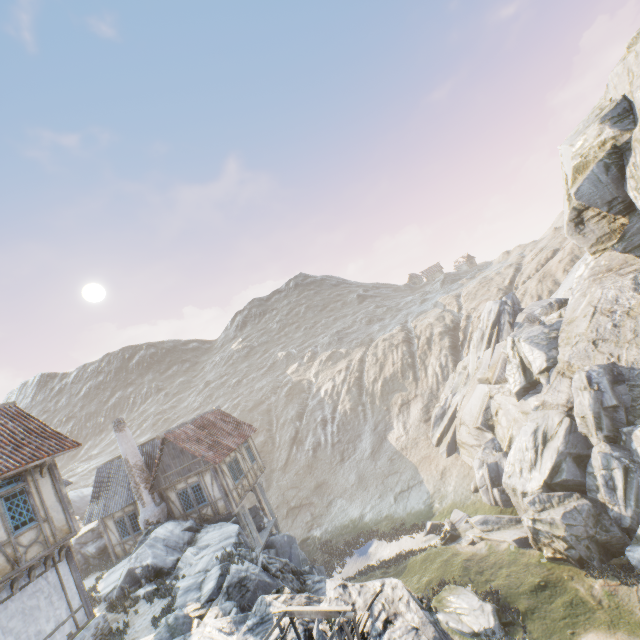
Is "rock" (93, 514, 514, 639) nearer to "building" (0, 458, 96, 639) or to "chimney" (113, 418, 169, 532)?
"chimney" (113, 418, 169, 532)

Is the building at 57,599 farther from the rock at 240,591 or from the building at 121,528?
the building at 121,528

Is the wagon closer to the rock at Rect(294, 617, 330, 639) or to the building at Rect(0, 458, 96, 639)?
the rock at Rect(294, 617, 330, 639)

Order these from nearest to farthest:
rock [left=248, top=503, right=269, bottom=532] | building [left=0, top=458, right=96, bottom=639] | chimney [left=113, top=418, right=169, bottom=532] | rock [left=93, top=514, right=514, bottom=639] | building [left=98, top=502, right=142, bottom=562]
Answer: rock [left=93, top=514, right=514, bottom=639] < building [left=0, top=458, right=96, bottom=639] < chimney [left=113, top=418, right=169, bottom=532] < building [left=98, top=502, right=142, bottom=562] < rock [left=248, top=503, right=269, bottom=532]

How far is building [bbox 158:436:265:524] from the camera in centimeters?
1925cm

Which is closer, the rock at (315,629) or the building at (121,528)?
the rock at (315,629)

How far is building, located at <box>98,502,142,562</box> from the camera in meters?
20.4

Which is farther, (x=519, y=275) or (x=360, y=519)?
(x=519, y=275)
